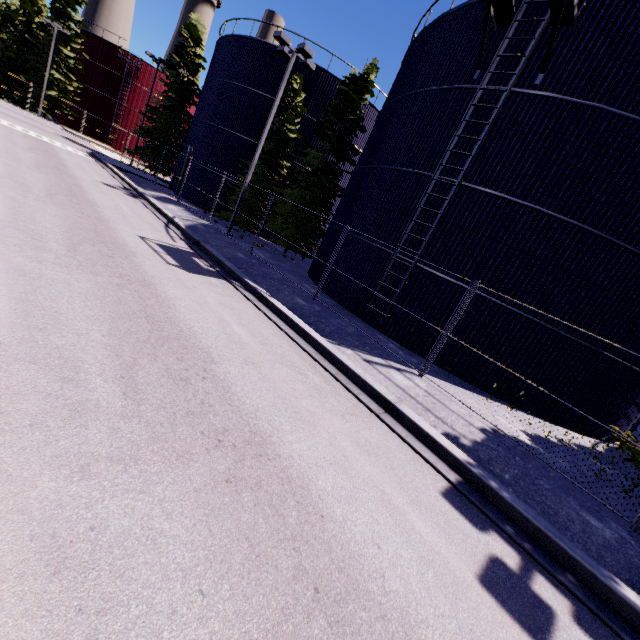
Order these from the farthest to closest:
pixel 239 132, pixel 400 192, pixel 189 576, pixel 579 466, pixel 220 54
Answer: pixel 220 54 < pixel 239 132 < pixel 400 192 < pixel 579 466 < pixel 189 576

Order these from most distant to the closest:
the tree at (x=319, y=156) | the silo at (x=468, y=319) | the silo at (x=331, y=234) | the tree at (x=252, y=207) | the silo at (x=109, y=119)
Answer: the silo at (x=109, y=119) → the tree at (x=252, y=207) → the tree at (x=319, y=156) → the silo at (x=331, y=234) → the silo at (x=468, y=319)

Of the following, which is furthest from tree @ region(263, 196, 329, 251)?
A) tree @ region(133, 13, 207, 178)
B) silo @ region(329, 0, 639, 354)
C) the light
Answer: tree @ region(133, 13, 207, 178)

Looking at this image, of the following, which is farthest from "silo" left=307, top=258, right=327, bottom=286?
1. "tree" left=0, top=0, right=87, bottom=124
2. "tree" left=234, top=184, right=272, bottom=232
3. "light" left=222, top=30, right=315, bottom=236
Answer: "tree" left=0, top=0, right=87, bottom=124

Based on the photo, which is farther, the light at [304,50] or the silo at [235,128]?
the silo at [235,128]

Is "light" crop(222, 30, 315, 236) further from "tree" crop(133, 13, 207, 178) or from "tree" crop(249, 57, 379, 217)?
"tree" crop(133, 13, 207, 178)

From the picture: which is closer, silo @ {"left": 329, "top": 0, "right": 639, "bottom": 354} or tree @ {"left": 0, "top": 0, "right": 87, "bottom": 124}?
silo @ {"left": 329, "top": 0, "right": 639, "bottom": 354}
